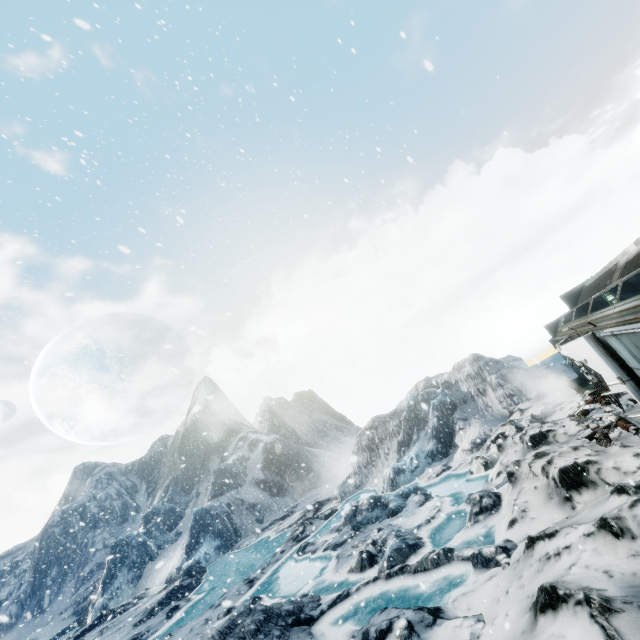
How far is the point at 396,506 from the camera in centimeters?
1747cm
